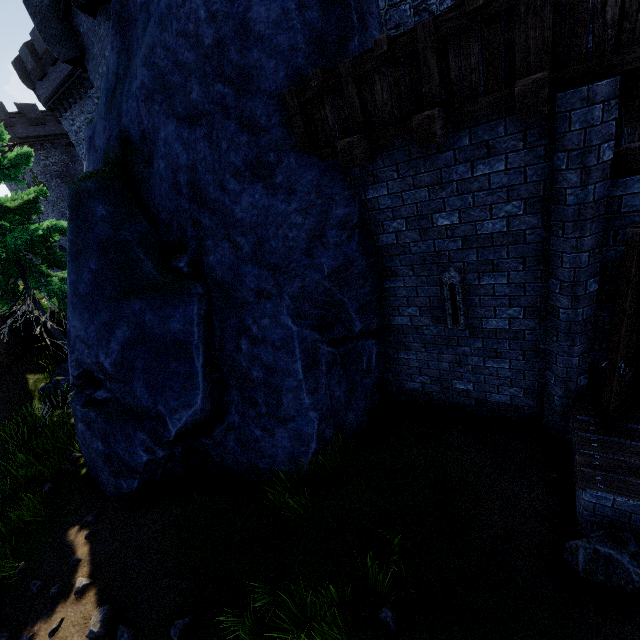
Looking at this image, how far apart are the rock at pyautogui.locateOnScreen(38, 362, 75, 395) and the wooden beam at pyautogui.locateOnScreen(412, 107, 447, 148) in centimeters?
1265cm

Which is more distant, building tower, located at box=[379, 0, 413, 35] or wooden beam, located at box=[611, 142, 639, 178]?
building tower, located at box=[379, 0, 413, 35]

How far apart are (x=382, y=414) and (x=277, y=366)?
2.5m

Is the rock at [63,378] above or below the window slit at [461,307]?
below

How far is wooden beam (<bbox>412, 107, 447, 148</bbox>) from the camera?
3.5 meters

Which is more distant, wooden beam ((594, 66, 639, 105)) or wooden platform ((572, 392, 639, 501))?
wooden platform ((572, 392, 639, 501))

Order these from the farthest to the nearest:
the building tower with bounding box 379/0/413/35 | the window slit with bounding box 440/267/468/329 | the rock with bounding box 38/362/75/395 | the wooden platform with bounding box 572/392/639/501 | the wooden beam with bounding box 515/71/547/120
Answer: the rock with bounding box 38/362/75/395
the building tower with bounding box 379/0/413/35
the window slit with bounding box 440/267/468/329
the wooden platform with bounding box 572/392/639/501
the wooden beam with bounding box 515/71/547/120

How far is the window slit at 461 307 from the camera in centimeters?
479cm
